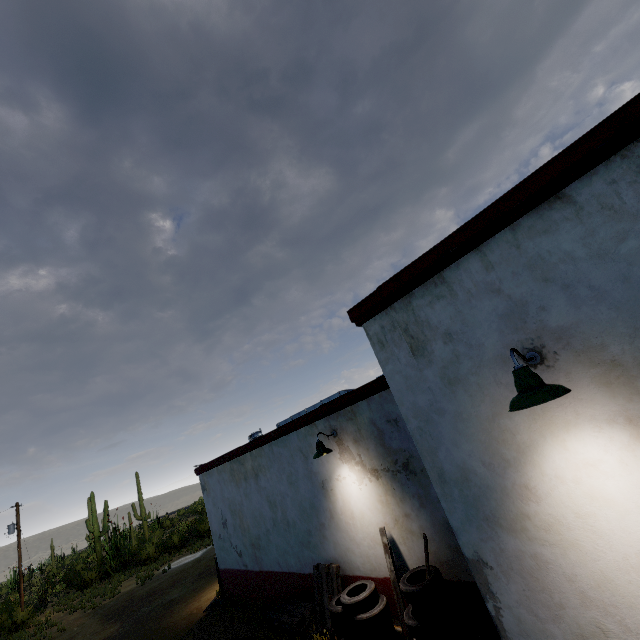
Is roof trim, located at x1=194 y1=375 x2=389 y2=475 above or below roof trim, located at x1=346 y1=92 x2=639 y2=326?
below

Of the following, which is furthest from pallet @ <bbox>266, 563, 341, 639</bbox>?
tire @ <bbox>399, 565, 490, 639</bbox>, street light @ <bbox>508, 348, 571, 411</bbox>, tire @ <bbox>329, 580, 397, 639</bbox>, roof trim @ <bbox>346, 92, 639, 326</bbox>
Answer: street light @ <bbox>508, 348, 571, 411</bbox>

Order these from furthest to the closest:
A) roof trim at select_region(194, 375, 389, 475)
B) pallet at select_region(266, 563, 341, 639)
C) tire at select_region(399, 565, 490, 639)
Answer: pallet at select_region(266, 563, 341, 639), roof trim at select_region(194, 375, 389, 475), tire at select_region(399, 565, 490, 639)

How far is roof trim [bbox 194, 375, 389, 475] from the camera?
6.17m

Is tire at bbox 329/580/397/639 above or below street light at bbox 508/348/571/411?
below

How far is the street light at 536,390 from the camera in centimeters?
233cm

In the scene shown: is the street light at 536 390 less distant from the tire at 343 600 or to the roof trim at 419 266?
the roof trim at 419 266

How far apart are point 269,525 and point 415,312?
8.17m
